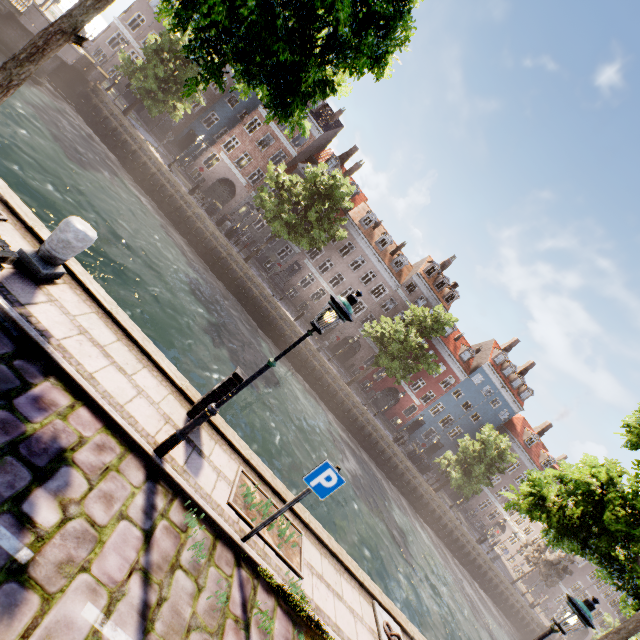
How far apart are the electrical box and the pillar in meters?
3.2

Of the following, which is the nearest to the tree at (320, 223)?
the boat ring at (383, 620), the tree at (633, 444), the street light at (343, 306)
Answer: the tree at (633, 444)

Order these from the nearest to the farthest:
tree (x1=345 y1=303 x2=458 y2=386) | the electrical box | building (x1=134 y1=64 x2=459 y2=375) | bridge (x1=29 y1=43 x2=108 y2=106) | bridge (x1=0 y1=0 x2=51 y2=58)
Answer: the electrical box → bridge (x1=0 y1=0 x2=51 y2=58) → bridge (x1=29 y1=43 x2=108 y2=106) → tree (x1=345 y1=303 x2=458 y2=386) → building (x1=134 y1=64 x2=459 y2=375)

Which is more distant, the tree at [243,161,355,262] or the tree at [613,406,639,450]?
the tree at [243,161,355,262]

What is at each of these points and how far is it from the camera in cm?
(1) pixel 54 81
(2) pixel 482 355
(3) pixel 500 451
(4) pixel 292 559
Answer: (1) bridge, 2247
(2) building, 4022
(3) tree, 2984
(4) tree planter, 586

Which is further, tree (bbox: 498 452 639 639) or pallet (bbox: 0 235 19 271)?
tree (bbox: 498 452 639 639)

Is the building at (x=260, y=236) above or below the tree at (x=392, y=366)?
below

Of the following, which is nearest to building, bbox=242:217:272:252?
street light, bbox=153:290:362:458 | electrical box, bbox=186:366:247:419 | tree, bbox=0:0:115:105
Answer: tree, bbox=0:0:115:105
